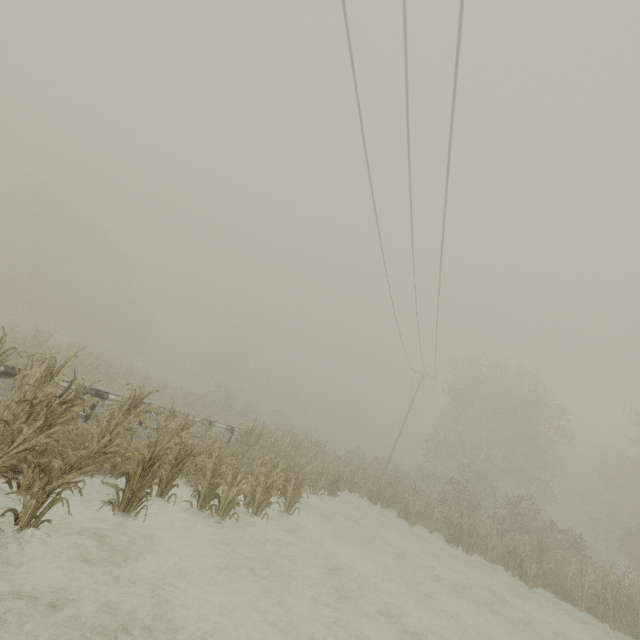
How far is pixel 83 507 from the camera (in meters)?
5.98
